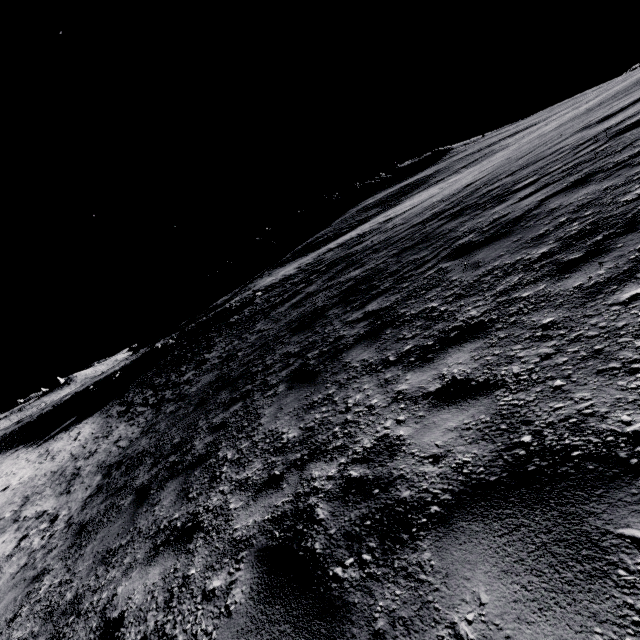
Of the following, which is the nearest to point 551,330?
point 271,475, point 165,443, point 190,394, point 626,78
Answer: point 271,475
